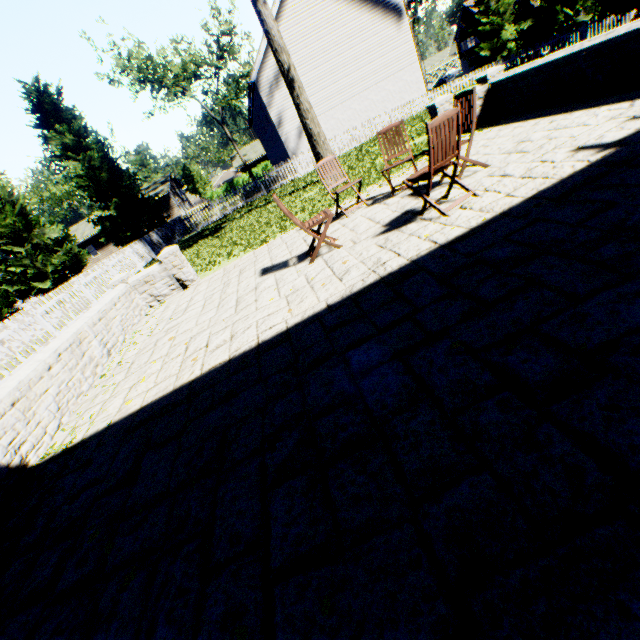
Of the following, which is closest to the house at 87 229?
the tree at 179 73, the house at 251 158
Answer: the tree at 179 73

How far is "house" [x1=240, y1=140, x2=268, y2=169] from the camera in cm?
4719

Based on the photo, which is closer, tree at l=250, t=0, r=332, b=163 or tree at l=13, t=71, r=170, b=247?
tree at l=250, t=0, r=332, b=163

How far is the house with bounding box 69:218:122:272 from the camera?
41.2m

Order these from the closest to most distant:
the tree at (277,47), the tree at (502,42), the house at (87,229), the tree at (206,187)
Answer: the tree at (277,47), the tree at (502,42), the house at (87,229), the tree at (206,187)

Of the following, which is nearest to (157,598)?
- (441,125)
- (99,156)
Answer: (441,125)

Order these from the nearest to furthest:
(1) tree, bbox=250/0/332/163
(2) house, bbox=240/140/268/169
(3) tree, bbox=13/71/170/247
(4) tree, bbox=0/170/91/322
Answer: (1) tree, bbox=250/0/332/163 → (3) tree, bbox=13/71/170/247 → (4) tree, bbox=0/170/91/322 → (2) house, bbox=240/140/268/169
